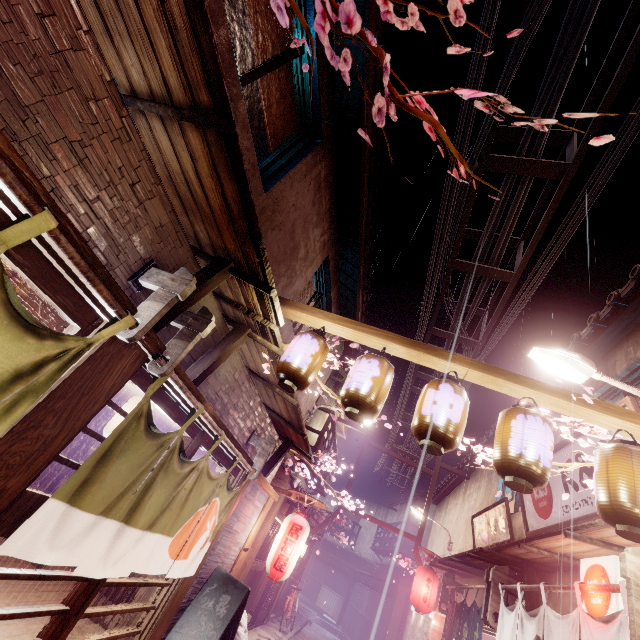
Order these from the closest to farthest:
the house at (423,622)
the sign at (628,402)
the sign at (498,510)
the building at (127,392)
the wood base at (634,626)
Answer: the wood base at (634,626), the sign at (628,402), the building at (127,392), the sign at (498,510), the house at (423,622)

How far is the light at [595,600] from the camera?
6.07m

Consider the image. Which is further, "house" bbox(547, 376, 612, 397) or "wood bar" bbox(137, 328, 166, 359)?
"house" bbox(547, 376, 612, 397)

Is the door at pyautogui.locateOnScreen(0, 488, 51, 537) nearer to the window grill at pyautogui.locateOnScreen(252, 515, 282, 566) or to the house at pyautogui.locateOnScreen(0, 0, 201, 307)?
the house at pyautogui.locateOnScreen(0, 0, 201, 307)

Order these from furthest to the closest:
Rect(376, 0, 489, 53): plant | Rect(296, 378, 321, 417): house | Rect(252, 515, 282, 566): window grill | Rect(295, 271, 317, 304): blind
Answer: Rect(252, 515, 282, 566): window grill, Rect(296, 378, 321, 417): house, Rect(295, 271, 317, 304): blind, Rect(376, 0, 489, 53): plant

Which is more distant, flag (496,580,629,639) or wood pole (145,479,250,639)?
wood pole (145,479,250,639)

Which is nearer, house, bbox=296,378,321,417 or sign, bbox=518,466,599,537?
sign, bbox=518,466,599,537

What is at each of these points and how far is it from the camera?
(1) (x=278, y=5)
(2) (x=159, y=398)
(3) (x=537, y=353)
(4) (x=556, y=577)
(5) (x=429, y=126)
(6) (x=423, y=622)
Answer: (1) plant, 2.8 meters
(2) door, 5.9 meters
(3) light, 7.6 meters
(4) house, 9.6 meters
(5) plant, 3.1 meters
(6) house, 20.5 meters
